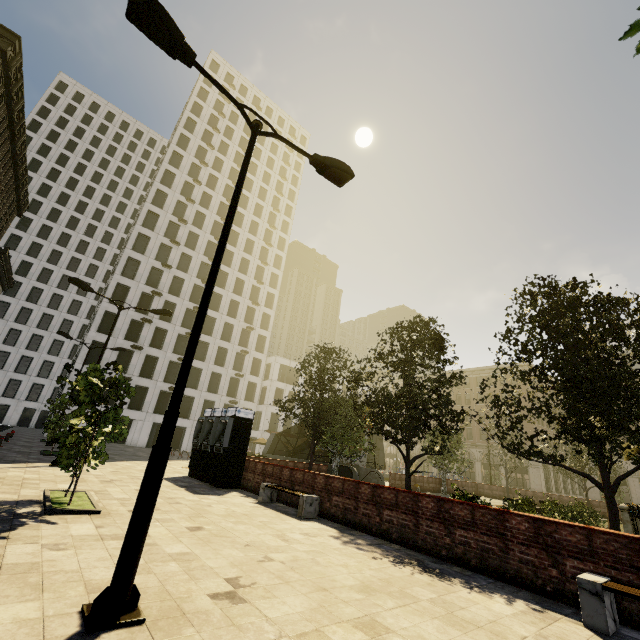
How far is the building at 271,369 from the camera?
50.4 meters

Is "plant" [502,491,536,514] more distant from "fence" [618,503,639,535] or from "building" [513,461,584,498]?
"building" [513,461,584,498]

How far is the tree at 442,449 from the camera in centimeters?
1214cm

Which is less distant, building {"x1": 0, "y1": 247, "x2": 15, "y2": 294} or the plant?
the plant

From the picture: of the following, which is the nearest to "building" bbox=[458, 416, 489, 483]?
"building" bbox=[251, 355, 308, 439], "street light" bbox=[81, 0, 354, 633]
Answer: "building" bbox=[251, 355, 308, 439]

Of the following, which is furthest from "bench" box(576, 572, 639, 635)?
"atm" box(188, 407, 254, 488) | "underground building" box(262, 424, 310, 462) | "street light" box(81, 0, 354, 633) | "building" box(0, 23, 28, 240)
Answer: "underground building" box(262, 424, 310, 462)

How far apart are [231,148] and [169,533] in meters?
63.8 m

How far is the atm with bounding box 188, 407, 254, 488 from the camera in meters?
13.9 m
